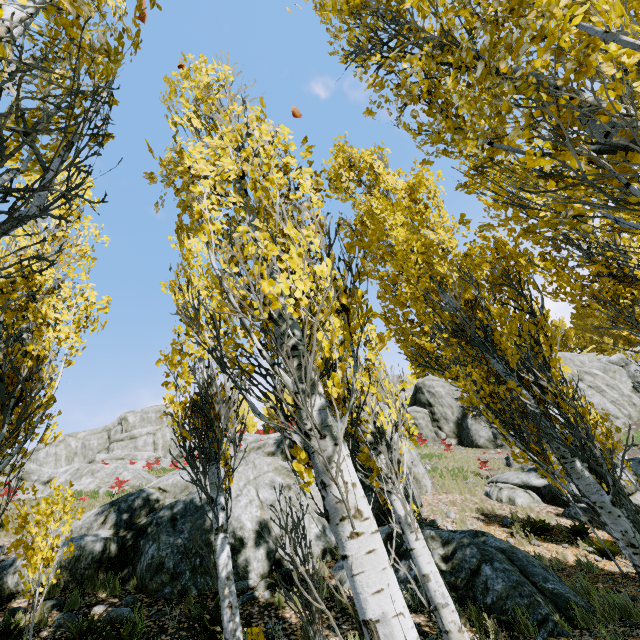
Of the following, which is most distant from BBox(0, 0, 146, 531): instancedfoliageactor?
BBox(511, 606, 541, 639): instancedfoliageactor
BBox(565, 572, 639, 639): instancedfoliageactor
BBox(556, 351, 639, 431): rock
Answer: BBox(511, 606, 541, 639): instancedfoliageactor

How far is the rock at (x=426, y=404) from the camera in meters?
25.8 m

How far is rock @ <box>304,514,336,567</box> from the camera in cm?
855

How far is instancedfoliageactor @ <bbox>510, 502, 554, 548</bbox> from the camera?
9.8m

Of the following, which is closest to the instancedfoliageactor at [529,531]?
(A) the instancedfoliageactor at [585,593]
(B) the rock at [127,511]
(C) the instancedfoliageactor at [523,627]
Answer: (A) the instancedfoliageactor at [585,593]

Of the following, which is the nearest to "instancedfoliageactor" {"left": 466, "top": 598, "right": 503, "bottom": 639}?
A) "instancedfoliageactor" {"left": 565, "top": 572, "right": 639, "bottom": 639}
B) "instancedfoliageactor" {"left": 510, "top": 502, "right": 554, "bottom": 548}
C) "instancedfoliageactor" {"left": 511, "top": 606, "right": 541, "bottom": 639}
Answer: "instancedfoliageactor" {"left": 565, "top": 572, "right": 639, "bottom": 639}

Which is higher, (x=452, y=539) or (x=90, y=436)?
(x=90, y=436)
